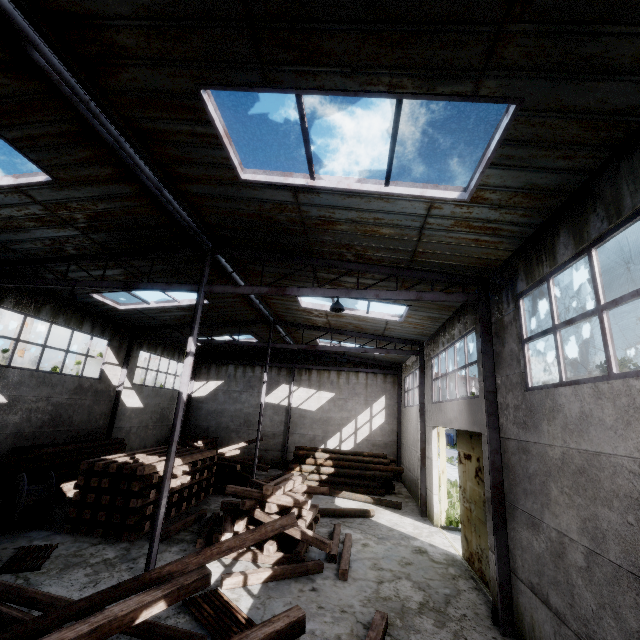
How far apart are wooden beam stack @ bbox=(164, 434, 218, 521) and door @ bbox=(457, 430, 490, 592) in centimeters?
975cm

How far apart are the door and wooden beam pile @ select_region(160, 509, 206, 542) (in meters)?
8.97

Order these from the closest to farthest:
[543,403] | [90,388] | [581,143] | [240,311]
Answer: [581,143] → [543,403] → [90,388] → [240,311]

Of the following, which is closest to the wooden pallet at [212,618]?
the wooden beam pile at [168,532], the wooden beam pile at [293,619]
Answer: the wooden beam pile at [293,619]

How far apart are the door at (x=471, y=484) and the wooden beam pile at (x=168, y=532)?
8.97m

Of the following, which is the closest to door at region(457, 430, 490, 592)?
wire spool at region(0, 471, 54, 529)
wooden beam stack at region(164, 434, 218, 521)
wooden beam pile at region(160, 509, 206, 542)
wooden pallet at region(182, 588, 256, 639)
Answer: wooden pallet at region(182, 588, 256, 639)

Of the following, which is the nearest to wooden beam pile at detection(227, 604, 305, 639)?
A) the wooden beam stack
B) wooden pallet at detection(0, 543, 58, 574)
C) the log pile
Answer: wooden pallet at detection(0, 543, 58, 574)

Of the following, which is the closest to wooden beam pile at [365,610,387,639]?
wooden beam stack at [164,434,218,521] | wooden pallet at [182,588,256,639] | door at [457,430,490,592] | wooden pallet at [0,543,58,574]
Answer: wooden pallet at [182,588,256,639]
